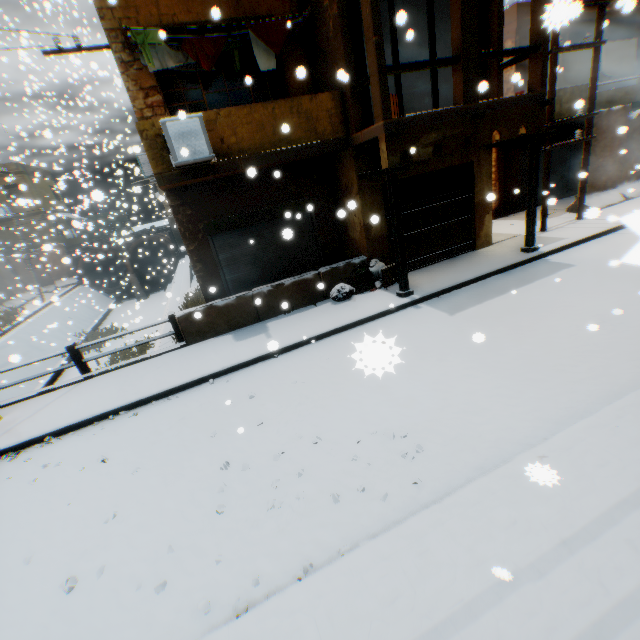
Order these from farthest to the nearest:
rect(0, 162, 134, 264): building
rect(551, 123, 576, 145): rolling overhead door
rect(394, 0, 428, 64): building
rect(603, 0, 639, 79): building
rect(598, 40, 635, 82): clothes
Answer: rect(0, 162, 134, 264): building
rect(551, 123, 576, 145): rolling overhead door
rect(598, 40, 635, 82): clothes
rect(394, 0, 428, 64): building
rect(603, 0, 639, 79): building

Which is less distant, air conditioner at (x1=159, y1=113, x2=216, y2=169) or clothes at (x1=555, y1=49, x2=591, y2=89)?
air conditioner at (x1=159, y1=113, x2=216, y2=169)

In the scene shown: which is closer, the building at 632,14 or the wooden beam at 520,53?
the wooden beam at 520,53

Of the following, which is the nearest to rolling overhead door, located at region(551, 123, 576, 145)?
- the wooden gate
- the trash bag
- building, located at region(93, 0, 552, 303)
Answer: building, located at region(93, 0, 552, 303)

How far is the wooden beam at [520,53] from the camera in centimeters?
729cm

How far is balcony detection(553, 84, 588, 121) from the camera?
11.26m

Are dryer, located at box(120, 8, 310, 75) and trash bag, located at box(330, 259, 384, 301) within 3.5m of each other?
no

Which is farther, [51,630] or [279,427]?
[279,427]
